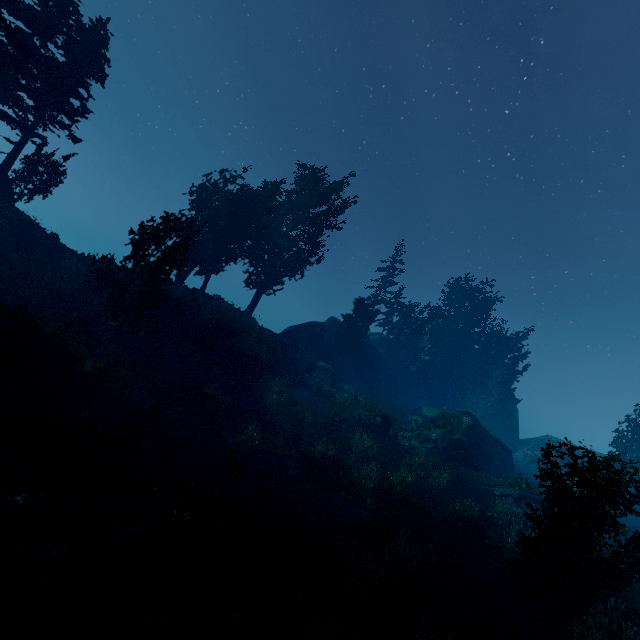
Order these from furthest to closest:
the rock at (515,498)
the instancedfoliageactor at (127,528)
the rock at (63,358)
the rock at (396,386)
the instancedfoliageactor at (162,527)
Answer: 1. the rock at (396,386)
2. the rock at (515,498)
3. the rock at (63,358)
4. the instancedfoliageactor at (162,527)
5. the instancedfoliageactor at (127,528)

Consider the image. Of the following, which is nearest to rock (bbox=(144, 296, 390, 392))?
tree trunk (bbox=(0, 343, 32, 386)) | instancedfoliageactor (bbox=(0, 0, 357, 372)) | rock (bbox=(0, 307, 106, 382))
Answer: instancedfoliageactor (bbox=(0, 0, 357, 372))

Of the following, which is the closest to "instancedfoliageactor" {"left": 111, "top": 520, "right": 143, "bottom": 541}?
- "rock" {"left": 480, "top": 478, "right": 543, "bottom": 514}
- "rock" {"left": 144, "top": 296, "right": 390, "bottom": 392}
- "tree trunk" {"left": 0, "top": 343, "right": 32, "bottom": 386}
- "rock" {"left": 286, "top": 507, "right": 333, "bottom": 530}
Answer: "rock" {"left": 144, "top": 296, "right": 390, "bottom": 392}

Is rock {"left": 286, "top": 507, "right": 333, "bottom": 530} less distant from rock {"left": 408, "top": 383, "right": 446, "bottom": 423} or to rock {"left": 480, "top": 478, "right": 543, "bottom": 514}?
rock {"left": 408, "top": 383, "right": 446, "bottom": 423}

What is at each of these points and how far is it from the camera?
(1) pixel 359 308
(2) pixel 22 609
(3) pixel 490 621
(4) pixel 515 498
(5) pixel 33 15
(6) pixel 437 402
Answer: (1) instancedfoliageactor, 39.31m
(2) instancedfoliageactor, 5.20m
(3) instancedfoliageactor, 10.80m
(4) rock, 23.27m
(5) instancedfoliageactor, 22.30m
(6) rock, 47.78m

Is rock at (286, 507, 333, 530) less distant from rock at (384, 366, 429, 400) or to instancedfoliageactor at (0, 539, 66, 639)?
instancedfoliageactor at (0, 539, 66, 639)

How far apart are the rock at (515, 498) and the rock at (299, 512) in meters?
16.4

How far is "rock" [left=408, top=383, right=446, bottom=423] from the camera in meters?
32.3
